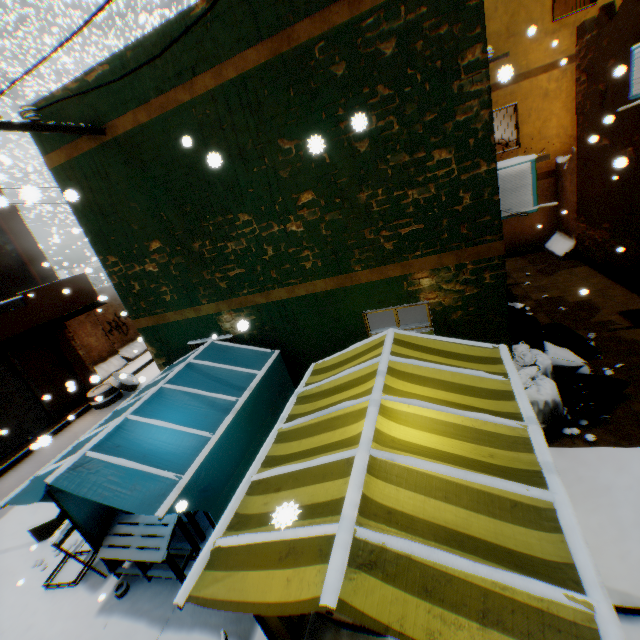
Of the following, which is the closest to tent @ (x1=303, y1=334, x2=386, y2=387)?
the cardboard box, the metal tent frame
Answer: the metal tent frame

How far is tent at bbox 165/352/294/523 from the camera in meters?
3.5

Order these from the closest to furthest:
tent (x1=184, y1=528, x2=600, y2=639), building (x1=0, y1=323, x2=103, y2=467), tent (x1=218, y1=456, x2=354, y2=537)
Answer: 1. tent (x1=184, y1=528, x2=600, y2=639)
2. tent (x1=218, y1=456, x2=354, y2=537)
3. building (x1=0, y1=323, x2=103, y2=467)

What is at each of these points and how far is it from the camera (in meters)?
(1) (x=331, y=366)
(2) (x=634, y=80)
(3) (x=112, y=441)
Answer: (1) tent, 4.57
(2) air conditioner, 5.66
(3) tent, 3.93

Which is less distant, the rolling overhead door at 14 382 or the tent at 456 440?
the tent at 456 440

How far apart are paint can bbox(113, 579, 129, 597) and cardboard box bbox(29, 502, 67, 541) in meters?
2.5

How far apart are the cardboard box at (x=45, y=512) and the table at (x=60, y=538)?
1.1m

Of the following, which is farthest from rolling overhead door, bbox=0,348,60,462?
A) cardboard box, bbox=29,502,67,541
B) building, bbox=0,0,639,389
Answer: cardboard box, bbox=29,502,67,541
